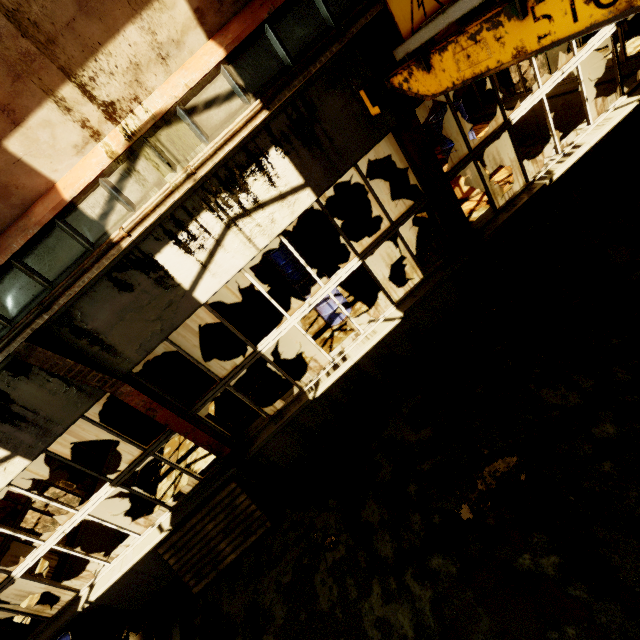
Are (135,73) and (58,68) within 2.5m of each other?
yes

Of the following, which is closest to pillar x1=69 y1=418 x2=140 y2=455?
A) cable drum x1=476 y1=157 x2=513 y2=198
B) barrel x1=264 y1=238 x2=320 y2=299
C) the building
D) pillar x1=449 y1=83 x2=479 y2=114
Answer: the building

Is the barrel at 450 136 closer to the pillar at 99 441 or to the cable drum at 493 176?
the cable drum at 493 176

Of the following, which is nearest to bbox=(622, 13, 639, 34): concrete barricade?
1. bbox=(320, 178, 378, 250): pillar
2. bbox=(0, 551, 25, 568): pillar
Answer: bbox=(320, 178, 378, 250): pillar

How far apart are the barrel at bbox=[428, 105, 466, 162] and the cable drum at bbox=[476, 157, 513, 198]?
0.16m

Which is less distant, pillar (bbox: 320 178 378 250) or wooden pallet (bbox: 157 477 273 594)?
wooden pallet (bbox: 157 477 273 594)

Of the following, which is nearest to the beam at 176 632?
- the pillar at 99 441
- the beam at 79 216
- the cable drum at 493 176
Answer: the beam at 79 216

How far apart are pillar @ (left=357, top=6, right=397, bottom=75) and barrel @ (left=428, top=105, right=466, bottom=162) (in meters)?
2.68
